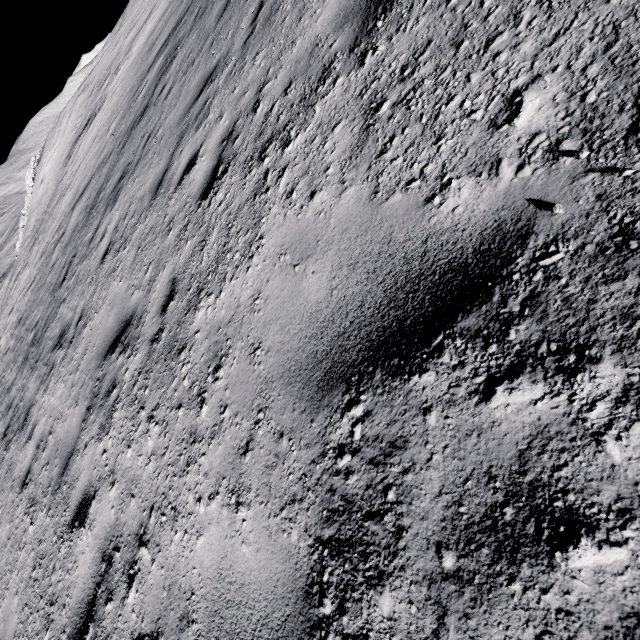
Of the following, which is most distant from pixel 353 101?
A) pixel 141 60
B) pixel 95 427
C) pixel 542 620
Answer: pixel 141 60
